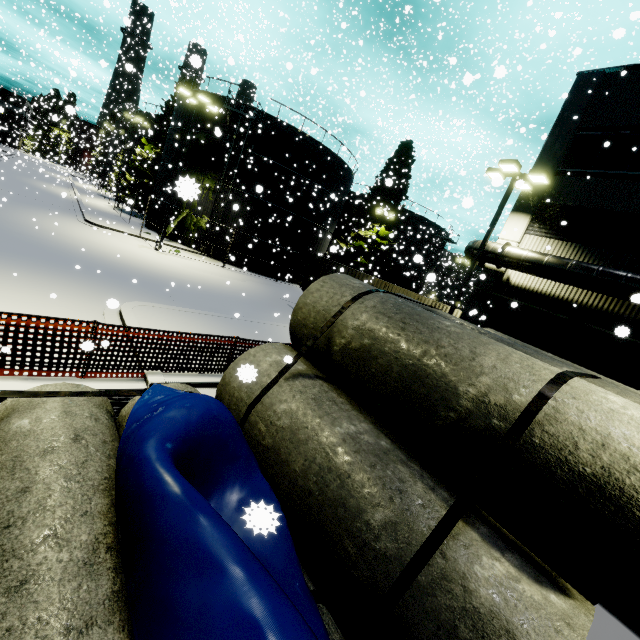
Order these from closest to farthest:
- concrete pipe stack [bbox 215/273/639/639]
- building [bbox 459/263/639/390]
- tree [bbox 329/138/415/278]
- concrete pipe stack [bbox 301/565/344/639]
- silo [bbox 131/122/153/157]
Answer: concrete pipe stack [bbox 301/565/344/639] → concrete pipe stack [bbox 215/273/639/639] → building [bbox 459/263/639/390] → tree [bbox 329/138/415/278] → silo [bbox 131/122/153/157]

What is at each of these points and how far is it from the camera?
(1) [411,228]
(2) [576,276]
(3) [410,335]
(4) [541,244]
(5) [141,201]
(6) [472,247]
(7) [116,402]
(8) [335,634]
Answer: (1) silo, 39.7m
(2) vent duct, 12.1m
(3) concrete pipe stack, 4.7m
(4) building, 14.3m
(5) tree, 35.9m
(6) vent duct, 15.2m
(7) pipe, 5.8m
(8) concrete pipe stack, 2.1m

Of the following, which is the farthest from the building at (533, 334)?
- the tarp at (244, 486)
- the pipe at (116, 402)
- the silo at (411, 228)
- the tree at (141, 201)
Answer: the silo at (411, 228)

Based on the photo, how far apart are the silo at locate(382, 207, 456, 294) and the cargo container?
20.0m

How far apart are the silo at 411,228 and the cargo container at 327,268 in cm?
2004

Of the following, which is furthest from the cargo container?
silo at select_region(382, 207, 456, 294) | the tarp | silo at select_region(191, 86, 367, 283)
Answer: silo at select_region(382, 207, 456, 294)

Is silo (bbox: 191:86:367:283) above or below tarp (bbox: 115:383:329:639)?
above

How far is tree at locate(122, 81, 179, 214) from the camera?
34.50m
